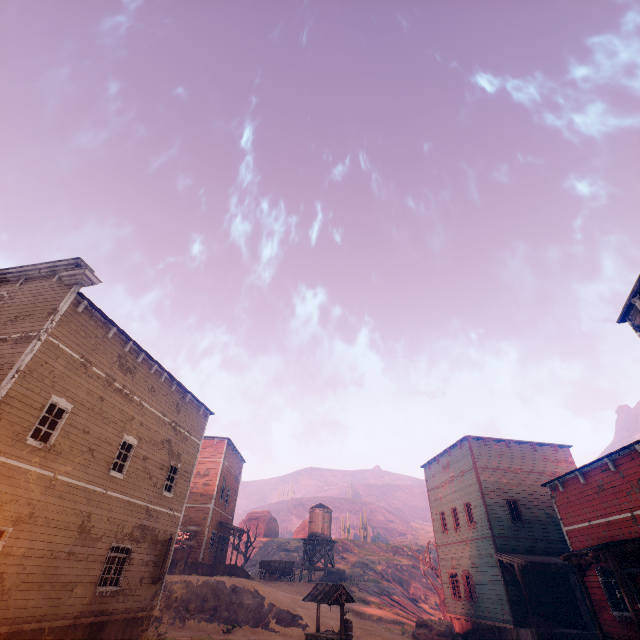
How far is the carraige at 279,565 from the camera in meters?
30.4

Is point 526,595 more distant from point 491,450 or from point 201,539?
point 201,539

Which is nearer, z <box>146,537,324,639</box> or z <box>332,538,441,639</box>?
z <box>146,537,324,639</box>

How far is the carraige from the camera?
30.4 meters

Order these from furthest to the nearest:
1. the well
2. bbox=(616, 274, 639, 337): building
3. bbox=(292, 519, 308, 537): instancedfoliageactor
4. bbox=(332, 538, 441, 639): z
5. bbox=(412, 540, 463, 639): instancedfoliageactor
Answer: bbox=(292, 519, 308, 537): instancedfoliageactor, bbox=(332, 538, 441, 639): z, bbox=(412, 540, 463, 639): instancedfoliageactor, the well, bbox=(616, 274, 639, 337): building

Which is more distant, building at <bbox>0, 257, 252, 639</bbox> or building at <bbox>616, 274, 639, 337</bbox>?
building at <bbox>616, 274, 639, 337</bbox>

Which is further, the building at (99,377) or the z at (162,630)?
the z at (162,630)

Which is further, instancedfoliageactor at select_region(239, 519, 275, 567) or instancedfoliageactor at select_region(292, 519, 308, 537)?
instancedfoliageactor at select_region(292, 519, 308, 537)
